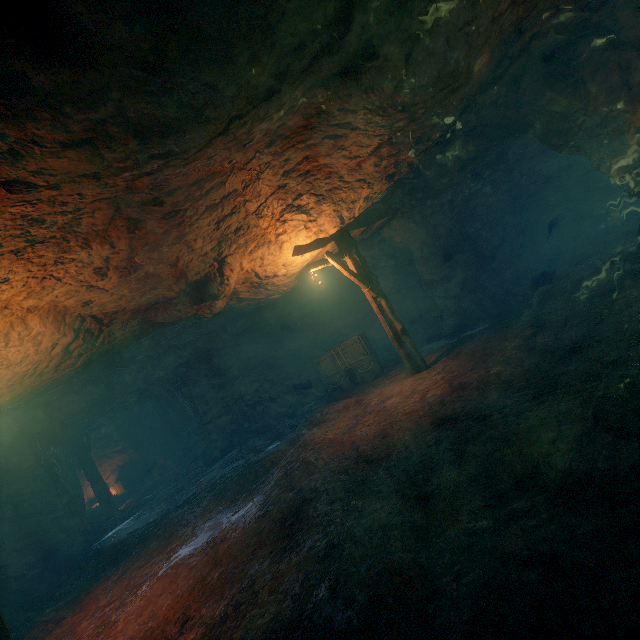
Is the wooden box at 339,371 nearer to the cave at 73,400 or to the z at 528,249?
the z at 528,249

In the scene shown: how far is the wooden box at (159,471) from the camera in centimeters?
1955cm

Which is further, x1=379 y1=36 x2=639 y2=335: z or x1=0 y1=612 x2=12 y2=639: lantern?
x1=379 y1=36 x2=639 y2=335: z

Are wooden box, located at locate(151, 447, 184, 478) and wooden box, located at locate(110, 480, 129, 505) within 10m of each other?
yes

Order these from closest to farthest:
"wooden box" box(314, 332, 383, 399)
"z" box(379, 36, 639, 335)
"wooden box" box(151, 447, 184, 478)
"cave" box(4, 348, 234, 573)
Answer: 1. "z" box(379, 36, 639, 335)
2. "cave" box(4, 348, 234, 573)
3. "wooden box" box(314, 332, 383, 399)
4. "wooden box" box(151, 447, 184, 478)

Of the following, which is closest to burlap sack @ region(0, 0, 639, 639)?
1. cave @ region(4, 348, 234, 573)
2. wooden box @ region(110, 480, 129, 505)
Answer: cave @ region(4, 348, 234, 573)

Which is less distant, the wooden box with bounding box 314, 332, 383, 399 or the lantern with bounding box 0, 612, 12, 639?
the lantern with bounding box 0, 612, 12, 639

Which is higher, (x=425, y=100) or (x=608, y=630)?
(x=425, y=100)
